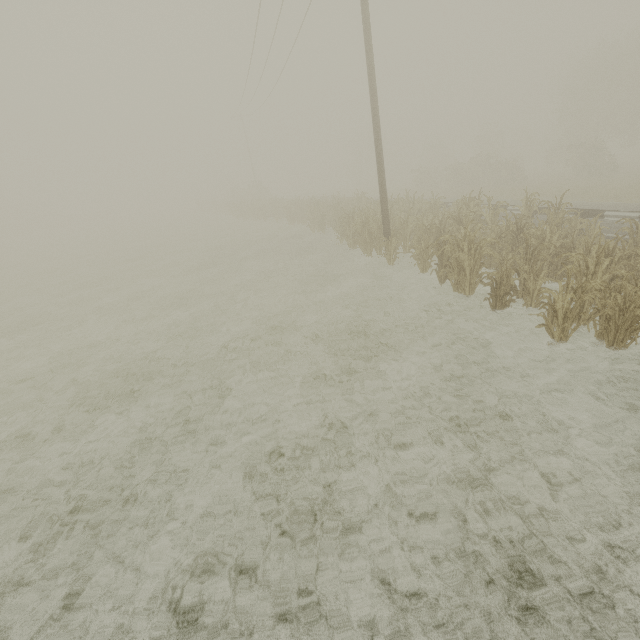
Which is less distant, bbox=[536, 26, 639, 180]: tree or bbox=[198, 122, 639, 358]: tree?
bbox=[198, 122, 639, 358]: tree

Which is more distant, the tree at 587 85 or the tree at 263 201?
the tree at 587 85

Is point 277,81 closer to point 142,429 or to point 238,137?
point 142,429
